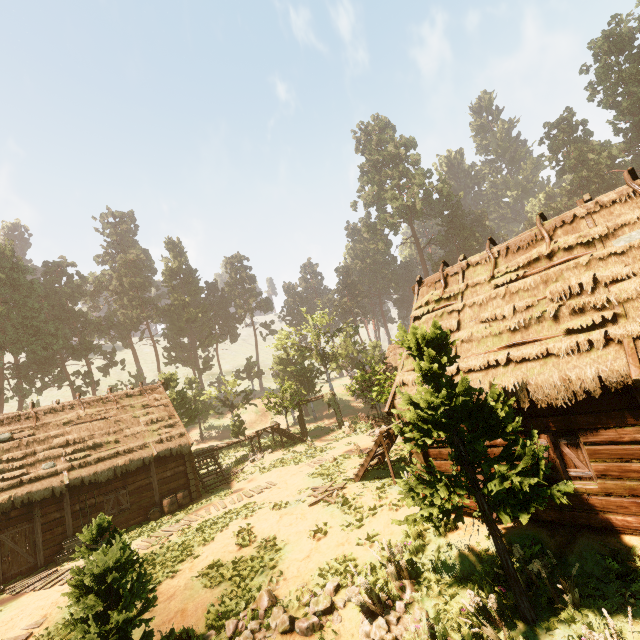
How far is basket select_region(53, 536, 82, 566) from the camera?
14.7 meters

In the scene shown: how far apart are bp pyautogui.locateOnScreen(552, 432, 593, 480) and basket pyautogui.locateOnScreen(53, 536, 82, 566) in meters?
19.8 m

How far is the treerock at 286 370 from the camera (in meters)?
26.45

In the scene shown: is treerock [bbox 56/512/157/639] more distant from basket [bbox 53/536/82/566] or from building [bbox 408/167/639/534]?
basket [bbox 53/536/82/566]

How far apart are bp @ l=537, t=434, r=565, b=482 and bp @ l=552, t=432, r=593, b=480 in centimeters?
15cm

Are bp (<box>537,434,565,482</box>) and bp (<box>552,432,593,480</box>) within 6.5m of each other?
yes

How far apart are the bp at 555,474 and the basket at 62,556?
19.32m

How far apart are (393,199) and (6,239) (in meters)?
56.61
